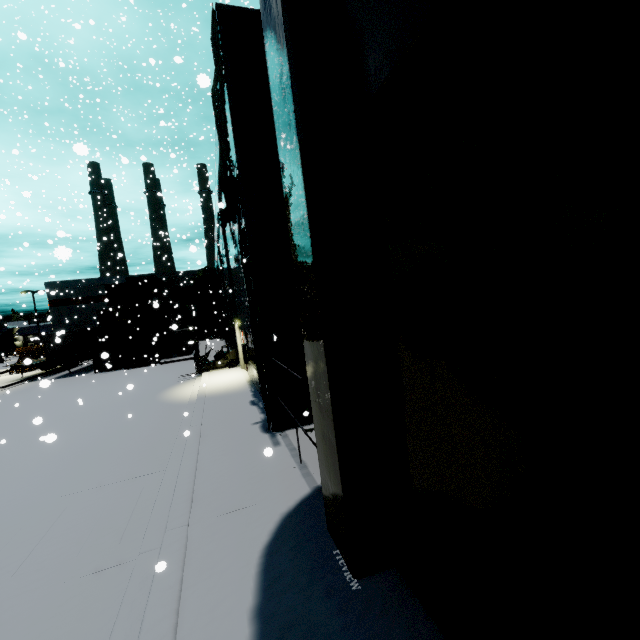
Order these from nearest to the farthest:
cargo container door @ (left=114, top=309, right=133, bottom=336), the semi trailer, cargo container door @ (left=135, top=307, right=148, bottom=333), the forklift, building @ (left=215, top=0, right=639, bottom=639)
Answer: building @ (left=215, top=0, right=639, bottom=639), the forklift, the semi trailer, cargo container door @ (left=114, top=309, right=133, bottom=336), cargo container door @ (left=135, top=307, right=148, bottom=333)

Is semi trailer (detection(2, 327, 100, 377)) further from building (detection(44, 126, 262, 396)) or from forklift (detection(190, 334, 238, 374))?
forklift (detection(190, 334, 238, 374))

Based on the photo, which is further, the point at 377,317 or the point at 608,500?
the point at 377,317

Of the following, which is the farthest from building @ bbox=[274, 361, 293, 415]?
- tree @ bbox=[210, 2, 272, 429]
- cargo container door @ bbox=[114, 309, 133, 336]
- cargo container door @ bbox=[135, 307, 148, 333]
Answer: cargo container door @ bbox=[114, 309, 133, 336]

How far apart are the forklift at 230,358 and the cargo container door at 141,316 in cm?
→ 1147

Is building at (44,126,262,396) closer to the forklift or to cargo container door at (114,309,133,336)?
the forklift

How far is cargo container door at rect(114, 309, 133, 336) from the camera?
28.11m

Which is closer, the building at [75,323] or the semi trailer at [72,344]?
the building at [75,323]
